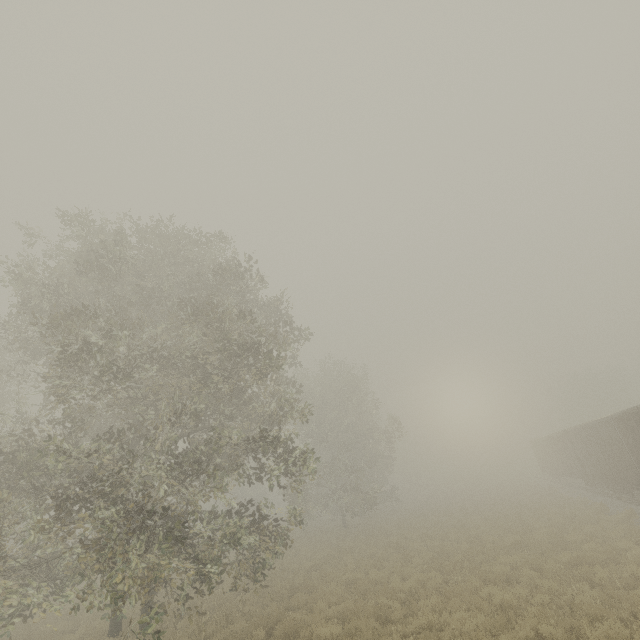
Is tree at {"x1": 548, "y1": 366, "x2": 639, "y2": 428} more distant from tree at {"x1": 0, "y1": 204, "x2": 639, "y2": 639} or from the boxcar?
tree at {"x1": 0, "y1": 204, "x2": 639, "y2": 639}

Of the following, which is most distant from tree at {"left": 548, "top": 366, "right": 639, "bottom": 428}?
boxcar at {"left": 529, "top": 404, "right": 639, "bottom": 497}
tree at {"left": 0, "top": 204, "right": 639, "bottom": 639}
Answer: tree at {"left": 0, "top": 204, "right": 639, "bottom": 639}

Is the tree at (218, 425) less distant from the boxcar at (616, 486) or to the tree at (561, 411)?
the boxcar at (616, 486)

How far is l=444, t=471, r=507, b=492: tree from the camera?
52.2m

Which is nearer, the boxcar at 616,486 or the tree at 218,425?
the tree at 218,425

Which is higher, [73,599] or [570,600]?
[73,599]
